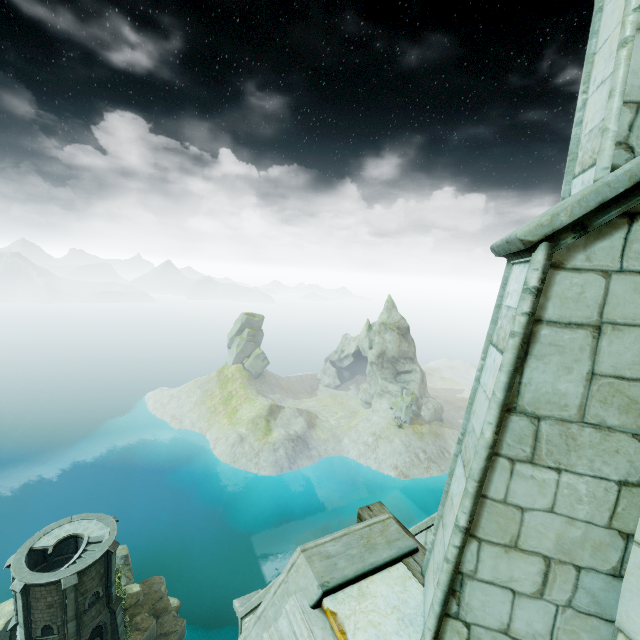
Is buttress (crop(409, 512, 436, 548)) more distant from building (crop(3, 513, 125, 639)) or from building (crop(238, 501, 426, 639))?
building (crop(3, 513, 125, 639))

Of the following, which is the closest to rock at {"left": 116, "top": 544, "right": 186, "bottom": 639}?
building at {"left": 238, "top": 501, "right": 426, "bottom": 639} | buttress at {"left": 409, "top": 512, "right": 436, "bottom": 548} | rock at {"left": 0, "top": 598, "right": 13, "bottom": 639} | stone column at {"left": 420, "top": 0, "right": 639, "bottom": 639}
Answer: rock at {"left": 0, "top": 598, "right": 13, "bottom": 639}

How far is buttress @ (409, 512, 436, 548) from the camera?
8.43m

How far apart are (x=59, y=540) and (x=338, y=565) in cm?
3610

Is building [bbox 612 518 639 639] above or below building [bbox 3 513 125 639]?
above

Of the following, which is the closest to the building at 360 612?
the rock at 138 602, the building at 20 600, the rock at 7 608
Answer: the rock at 7 608

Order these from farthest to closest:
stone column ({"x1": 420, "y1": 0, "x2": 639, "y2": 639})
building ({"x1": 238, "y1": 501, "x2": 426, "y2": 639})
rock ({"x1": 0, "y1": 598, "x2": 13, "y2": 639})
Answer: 1. rock ({"x1": 0, "y1": 598, "x2": 13, "y2": 639})
2. building ({"x1": 238, "y1": 501, "x2": 426, "y2": 639})
3. stone column ({"x1": 420, "y1": 0, "x2": 639, "y2": 639})

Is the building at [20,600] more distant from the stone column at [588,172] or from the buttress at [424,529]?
the stone column at [588,172]
